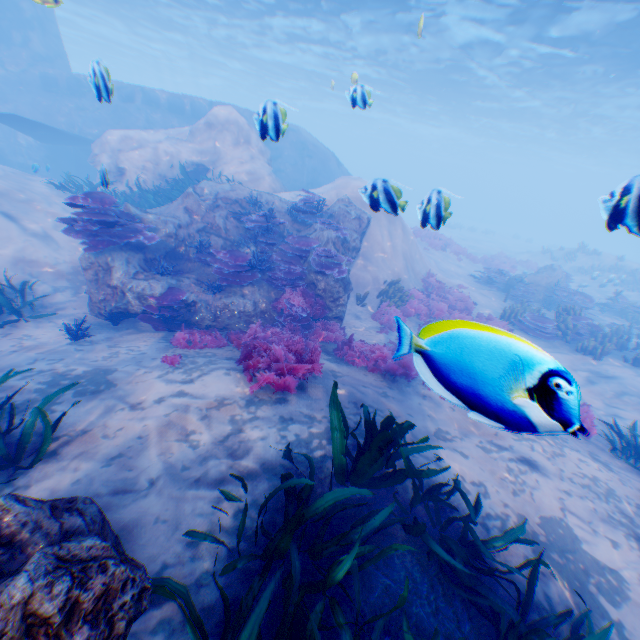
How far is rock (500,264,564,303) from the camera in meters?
16.8

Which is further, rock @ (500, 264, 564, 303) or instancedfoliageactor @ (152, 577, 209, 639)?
rock @ (500, 264, 564, 303)

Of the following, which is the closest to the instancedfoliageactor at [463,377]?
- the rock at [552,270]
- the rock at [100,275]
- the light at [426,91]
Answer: the rock at [100,275]

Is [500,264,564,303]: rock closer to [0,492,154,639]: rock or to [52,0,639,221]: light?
[0,492,154,639]: rock

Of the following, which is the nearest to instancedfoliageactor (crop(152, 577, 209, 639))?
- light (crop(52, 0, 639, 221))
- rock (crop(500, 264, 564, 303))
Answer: light (crop(52, 0, 639, 221))

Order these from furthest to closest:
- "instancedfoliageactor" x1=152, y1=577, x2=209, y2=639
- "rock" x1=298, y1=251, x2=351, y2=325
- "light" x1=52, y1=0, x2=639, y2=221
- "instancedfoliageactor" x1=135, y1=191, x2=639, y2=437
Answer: "light" x1=52, y1=0, x2=639, y2=221 → "rock" x1=298, y1=251, x2=351, y2=325 → "instancedfoliageactor" x1=152, y1=577, x2=209, y2=639 → "instancedfoliageactor" x1=135, y1=191, x2=639, y2=437

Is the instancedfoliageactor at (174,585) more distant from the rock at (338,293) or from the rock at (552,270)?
the rock at (552,270)

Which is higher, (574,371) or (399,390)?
(399,390)
